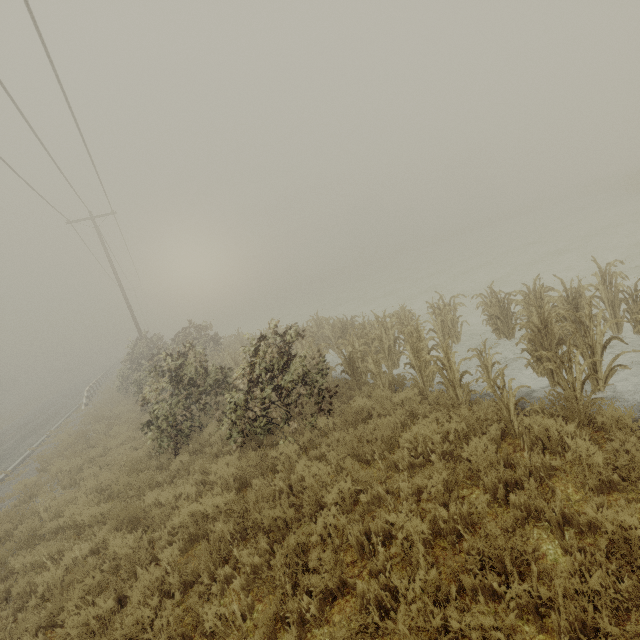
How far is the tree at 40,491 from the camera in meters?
9.7 m

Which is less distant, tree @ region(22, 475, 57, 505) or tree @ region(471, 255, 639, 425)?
tree @ region(471, 255, 639, 425)

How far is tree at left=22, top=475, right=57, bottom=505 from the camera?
9.72m

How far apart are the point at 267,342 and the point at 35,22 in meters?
8.3 m

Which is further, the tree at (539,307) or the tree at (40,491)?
the tree at (40,491)
